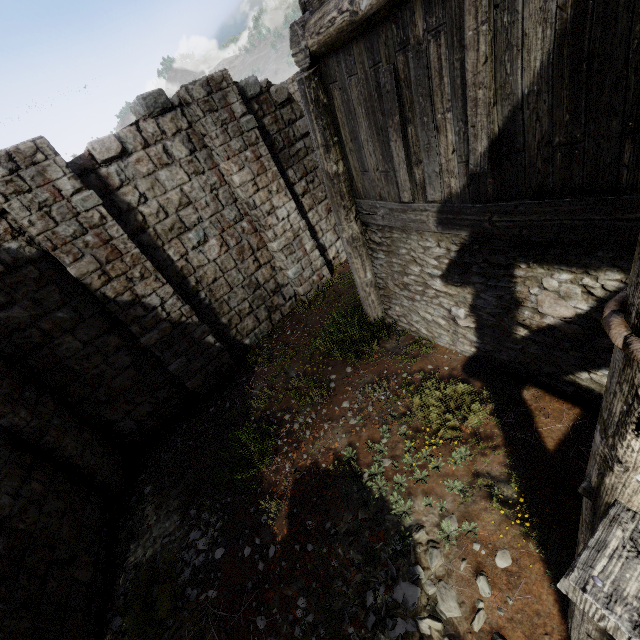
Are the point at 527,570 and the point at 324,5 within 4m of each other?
no
